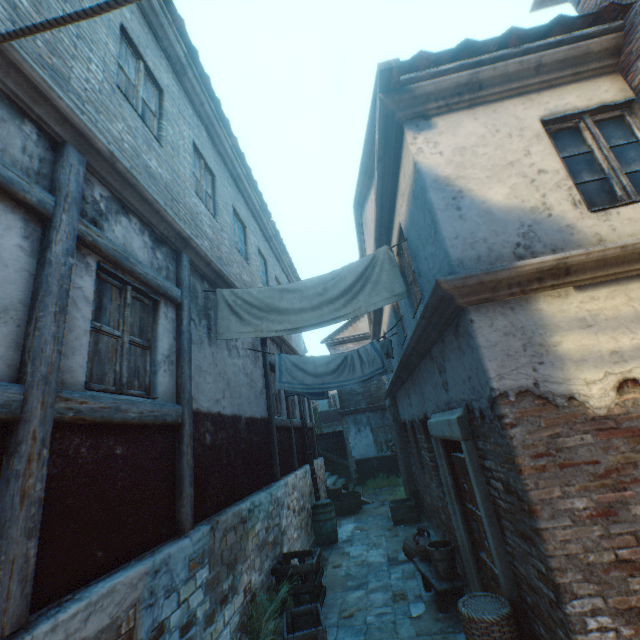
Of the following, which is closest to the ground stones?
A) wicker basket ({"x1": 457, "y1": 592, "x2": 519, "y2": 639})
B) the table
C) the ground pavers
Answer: the ground pavers

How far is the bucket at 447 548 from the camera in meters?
5.0

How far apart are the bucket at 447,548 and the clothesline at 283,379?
2.83m

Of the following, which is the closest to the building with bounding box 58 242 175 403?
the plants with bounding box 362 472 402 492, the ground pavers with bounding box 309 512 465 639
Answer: the ground pavers with bounding box 309 512 465 639

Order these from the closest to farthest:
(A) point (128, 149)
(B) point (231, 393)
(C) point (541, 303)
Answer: (C) point (541, 303) < (A) point (128, 149) < (B) point (231, 393)

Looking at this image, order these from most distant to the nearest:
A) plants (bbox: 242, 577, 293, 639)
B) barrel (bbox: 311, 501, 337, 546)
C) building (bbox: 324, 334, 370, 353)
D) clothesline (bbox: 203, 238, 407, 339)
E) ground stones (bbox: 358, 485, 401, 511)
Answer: building (bbox: 324, 334, 370, 353)
ground stones (bbox: 358, 485, 401, 511)
barrel (bbox: 311, 501, 337, 546)
clothesline (bbox: 203, 238, 407, 339)
plants (bbox: 242, 577, 293, 639)

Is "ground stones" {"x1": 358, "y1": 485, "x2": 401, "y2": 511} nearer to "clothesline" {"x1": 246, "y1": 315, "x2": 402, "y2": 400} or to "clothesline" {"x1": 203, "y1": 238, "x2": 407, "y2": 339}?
"clothesline" {"x1": 246, "y1": 315, "x2": 402, "y2": 400}

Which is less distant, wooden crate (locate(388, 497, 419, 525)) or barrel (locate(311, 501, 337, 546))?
barrel (locate(311, 501, 337, 546))
